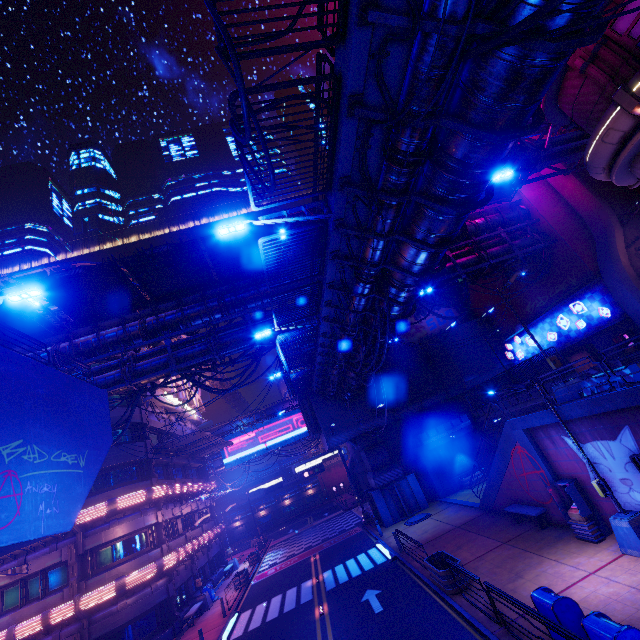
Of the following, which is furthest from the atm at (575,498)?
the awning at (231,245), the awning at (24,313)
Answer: the awning at (24,313)

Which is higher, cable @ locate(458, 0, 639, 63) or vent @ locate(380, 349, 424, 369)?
vent @ locate(380, 349, 424, 369)

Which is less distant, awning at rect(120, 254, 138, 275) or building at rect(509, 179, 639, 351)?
awning at rect(120, 254, 138, 275)

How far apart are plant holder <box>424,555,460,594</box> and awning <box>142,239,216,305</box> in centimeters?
1848cm

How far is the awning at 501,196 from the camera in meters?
24.8

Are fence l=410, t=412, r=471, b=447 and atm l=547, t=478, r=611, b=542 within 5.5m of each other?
no

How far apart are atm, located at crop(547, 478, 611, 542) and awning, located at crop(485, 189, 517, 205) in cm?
1895

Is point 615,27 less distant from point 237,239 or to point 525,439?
point 525,439
